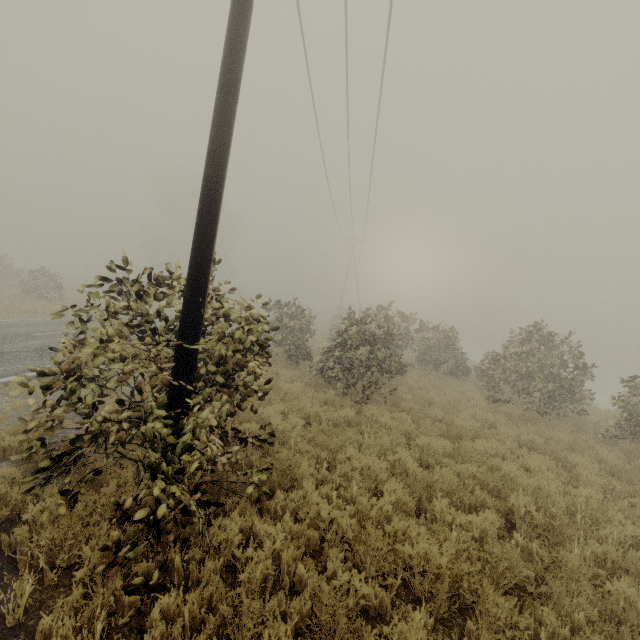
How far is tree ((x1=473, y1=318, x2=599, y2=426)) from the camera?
11.70m

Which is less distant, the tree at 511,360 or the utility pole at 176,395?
the utility pole at 176,395

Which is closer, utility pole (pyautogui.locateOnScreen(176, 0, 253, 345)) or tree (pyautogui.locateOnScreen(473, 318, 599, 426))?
utility pole (pyautogui.locateOnScreen(176, 0, 253, 345))

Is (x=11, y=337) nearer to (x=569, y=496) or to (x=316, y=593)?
(x=316, y=593)

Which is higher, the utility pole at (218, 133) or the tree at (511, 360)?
the utility pole at (218, 133)

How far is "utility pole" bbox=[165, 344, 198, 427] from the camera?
3.8m

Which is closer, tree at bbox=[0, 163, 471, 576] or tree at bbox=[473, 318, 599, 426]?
tree at bbox=[0, 163, 471, 576]
